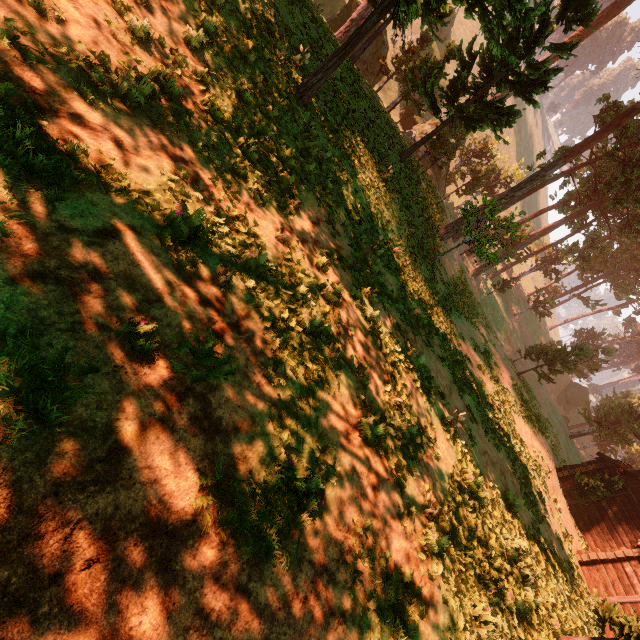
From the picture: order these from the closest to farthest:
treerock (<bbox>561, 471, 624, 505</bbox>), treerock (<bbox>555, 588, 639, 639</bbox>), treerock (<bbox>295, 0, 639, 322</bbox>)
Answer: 1. treerock (<bbox>555, 588, 639, 639</bbox>)
2. treerock (<bbox>295, 0, 639, 322</bbox>)
3. treerock (<bbox>561, 471, 624, 505</bbox>)

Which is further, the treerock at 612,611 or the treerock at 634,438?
the treerock at 634,438

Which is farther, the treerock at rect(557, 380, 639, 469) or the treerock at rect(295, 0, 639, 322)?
the treerock at rect(557, 380, 639, 469)

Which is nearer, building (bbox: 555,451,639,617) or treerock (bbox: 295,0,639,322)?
treerock (bbox: 295,0,639,322)

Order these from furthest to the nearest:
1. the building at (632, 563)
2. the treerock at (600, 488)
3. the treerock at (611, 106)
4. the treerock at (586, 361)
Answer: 1. the treerock at (586, 361)
2. the treerock at (600, 488)
3. the building at (632, 563)
4. the treerock at (611, 106)

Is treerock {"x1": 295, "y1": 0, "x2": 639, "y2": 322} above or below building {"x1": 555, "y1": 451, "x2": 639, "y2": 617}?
above

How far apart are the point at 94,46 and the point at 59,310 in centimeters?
582cm
